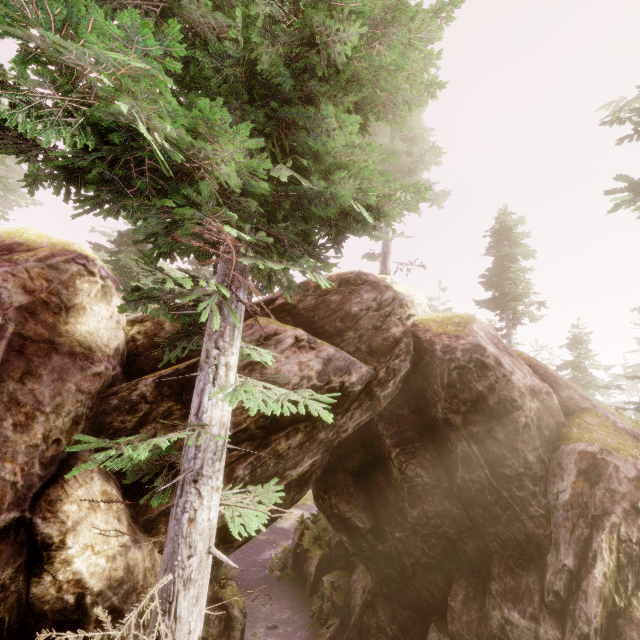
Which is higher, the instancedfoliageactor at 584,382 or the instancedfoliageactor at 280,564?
the instancedfoliageactor at 584,382

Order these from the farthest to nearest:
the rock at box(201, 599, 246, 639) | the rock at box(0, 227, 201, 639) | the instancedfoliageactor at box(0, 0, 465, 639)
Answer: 1. the rock at box(201, 599, 246, 639)
2. the rock at box(0, 227, 201, 639)
3. the instancedfoliageactor at box(0, 0, 465, 639)

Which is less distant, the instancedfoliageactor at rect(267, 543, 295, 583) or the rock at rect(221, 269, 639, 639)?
the rock at rect(221, 269, 639, 639)

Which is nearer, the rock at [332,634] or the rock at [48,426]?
the rock at [48,426]

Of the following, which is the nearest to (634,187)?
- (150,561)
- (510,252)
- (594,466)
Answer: (510,252)

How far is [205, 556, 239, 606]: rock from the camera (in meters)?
10.12

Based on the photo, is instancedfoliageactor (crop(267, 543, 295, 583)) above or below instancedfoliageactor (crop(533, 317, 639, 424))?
below
